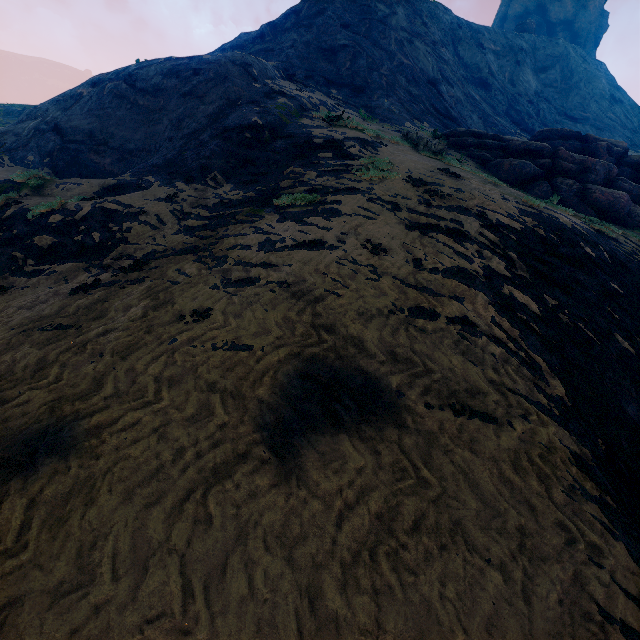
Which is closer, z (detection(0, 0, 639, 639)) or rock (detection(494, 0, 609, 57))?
z (detection(0, 0, 639, 639))

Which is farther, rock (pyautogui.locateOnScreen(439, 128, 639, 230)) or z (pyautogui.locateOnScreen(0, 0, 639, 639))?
rock (pyautogui.locateOnScreen(439, 128, 639, 230))

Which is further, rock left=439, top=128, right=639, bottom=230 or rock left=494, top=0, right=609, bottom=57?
rock left=494, top=0, right=609, bottom=57

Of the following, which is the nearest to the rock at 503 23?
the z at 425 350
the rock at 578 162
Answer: the z at 425 350

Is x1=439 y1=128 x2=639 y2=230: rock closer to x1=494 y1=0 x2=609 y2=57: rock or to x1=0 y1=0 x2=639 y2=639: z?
x1=0 y1=0 x2=639 y2=639: z

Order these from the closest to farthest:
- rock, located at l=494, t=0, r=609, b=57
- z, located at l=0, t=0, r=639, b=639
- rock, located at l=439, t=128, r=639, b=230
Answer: z, located at l=0, t=0, r=639, b=639 < rock, located at l=439, t=128, r=639, b=230 < rock, located at l=494, t=0, r=609, b=57

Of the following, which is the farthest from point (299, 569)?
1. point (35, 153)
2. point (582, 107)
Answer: point (582, 107)
